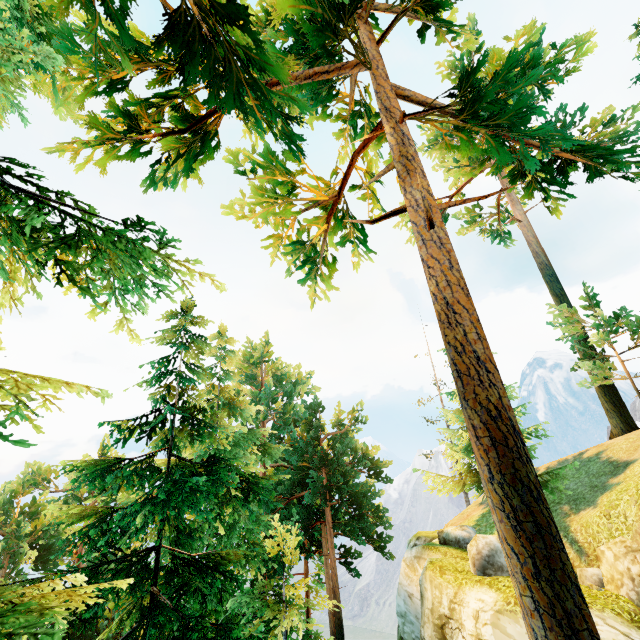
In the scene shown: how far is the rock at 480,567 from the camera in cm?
1285

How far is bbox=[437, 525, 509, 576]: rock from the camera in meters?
12.9

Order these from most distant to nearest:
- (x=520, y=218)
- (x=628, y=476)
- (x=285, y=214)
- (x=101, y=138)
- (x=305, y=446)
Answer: (x=520, y=218)
(x=305, y=446)
(x=628, y=476)
(x=285, y=214)
(x=101, y=138)

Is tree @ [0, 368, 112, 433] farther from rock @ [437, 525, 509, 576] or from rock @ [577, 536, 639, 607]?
rock @ [577, 536, 639, 607]

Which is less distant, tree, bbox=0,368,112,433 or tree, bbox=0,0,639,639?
tree, bbox=0,368,112,433

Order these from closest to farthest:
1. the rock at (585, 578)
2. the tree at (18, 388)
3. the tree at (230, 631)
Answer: the tree at (18, 388), the tree at (230, 631), the rock at (585, 578)

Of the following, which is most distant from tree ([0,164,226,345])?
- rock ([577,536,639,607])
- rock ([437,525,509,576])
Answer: rock ([577,536,639,607])

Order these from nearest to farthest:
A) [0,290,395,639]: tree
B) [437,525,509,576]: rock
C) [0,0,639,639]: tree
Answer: [0,0,639,639]: tree, [0,290,395,639]: tree, [437,525,509,576]: rock
